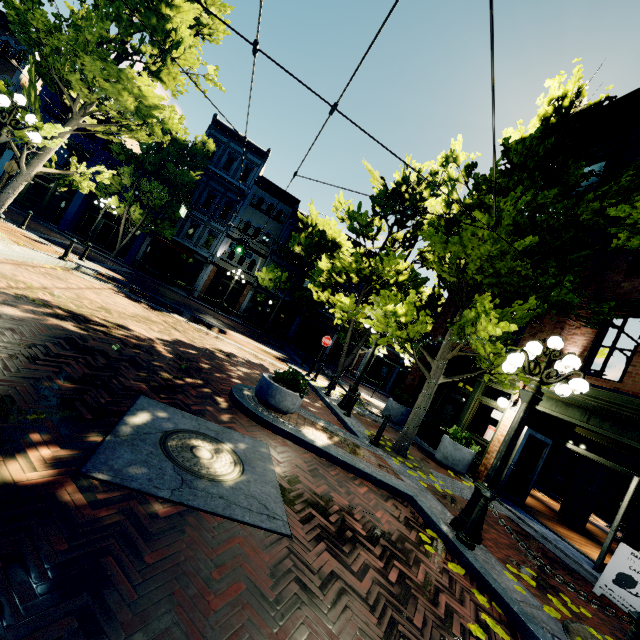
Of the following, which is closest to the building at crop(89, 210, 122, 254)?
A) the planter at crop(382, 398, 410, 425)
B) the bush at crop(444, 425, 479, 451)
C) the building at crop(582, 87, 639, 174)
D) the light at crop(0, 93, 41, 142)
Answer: the building at crop(582, 87, 639, 174)

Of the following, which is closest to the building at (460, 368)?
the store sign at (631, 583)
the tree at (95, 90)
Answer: the tree at (95, 90)

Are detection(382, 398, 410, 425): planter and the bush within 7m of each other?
yes

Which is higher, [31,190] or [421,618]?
[31,190]

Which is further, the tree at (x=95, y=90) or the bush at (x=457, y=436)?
the bush at (x=457, y=436)

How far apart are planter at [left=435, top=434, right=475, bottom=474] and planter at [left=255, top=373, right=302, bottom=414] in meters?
5.7

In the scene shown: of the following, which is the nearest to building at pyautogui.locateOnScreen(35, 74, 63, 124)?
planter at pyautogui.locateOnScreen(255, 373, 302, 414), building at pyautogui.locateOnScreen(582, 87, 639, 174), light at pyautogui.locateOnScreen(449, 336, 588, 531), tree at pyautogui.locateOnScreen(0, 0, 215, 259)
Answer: tree at pyautogui.locateOnScreen(0, 0, 215, 259)

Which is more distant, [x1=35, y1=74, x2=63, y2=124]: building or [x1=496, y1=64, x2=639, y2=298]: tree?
[x1=35, y1=74, x2=63, y2=124]: building
